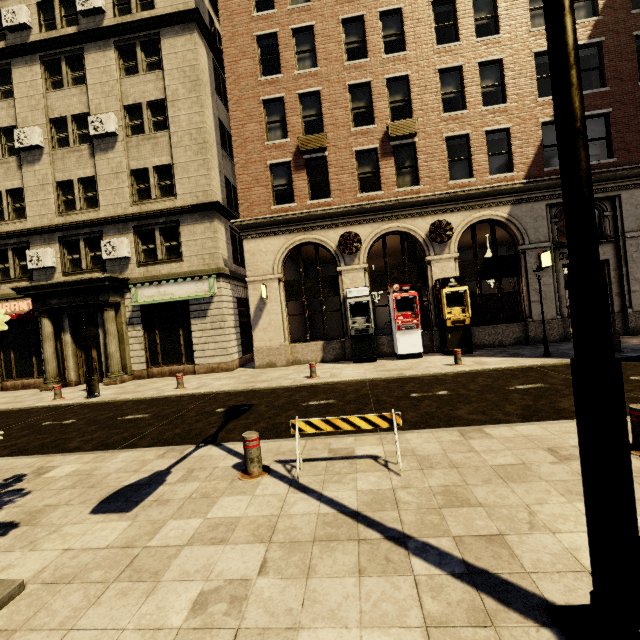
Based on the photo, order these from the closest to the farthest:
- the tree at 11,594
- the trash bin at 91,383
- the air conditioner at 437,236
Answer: the tree at 11,594 → the trash bin at 91,383 → the air conditioner at 437,236

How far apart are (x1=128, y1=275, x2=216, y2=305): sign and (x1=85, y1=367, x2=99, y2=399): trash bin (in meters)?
4.46

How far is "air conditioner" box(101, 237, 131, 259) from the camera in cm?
1533

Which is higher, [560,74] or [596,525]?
[560,74]

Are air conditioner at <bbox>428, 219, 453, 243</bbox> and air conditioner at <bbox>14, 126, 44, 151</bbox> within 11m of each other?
no

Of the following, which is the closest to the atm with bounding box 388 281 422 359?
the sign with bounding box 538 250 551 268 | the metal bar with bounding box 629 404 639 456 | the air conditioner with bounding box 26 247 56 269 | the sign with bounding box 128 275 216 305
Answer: the sign with bounding box 538 250 551 268

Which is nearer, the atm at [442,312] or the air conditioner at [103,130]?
the atm at [442,312]

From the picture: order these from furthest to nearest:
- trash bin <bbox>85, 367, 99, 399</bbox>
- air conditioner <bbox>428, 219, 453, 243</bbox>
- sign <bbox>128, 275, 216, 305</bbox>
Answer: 1. sign <bbox>128, 275, 216, 305</bbox>
2. air conditioner <bbox>428, 219, 453, 243</bbox>
3. trash bin <bbox>85, 367, 99, 399</bbox>
